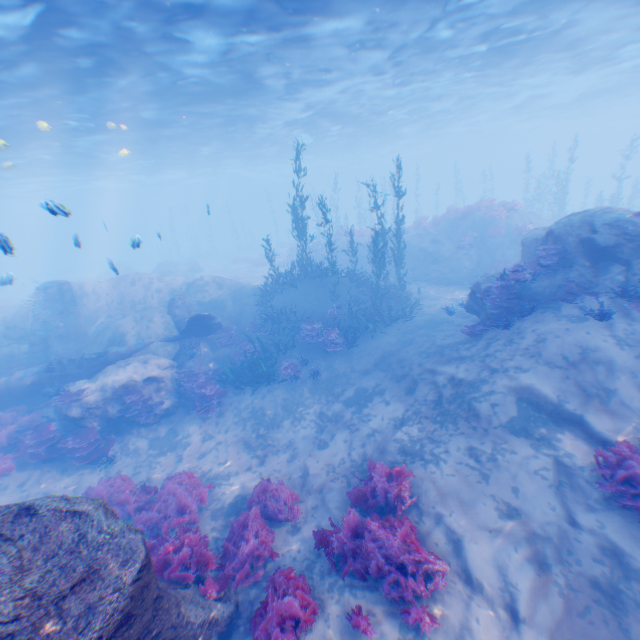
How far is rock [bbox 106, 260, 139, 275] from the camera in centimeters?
999cm

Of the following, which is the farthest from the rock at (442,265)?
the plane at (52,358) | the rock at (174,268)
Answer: the rock at (174,268)

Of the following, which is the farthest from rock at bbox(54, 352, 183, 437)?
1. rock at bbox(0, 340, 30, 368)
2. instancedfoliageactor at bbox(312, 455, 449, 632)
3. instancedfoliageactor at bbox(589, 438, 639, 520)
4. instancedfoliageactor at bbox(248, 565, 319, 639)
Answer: instancedfoliageactor at bbox(589, 438, 639, 520)

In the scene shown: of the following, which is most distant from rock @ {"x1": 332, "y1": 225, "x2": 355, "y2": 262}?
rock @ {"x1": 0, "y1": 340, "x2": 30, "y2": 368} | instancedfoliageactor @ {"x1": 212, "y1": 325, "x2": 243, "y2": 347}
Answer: rock @ {"x1": 0, "y1": 340, "x2": 30, "y2": 368}

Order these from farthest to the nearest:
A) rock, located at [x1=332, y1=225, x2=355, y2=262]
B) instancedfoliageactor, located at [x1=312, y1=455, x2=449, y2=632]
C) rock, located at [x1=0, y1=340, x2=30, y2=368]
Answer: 1. rock, located at [x1=332, y1=225, x2=355, y2=262]
2. rock, located at [x1=0, y1=340, x2=30, y2=368]
3. instancedfoliageactor, located at [x1=312, y1=455, x2=449, y2=632]

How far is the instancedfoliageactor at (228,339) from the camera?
16.08m

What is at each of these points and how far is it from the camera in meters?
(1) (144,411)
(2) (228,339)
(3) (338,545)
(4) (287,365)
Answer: (1) instancedfoliageactor, 12.6 m
(2) instancedfoliageactor, 16.5 m
(3) instancedfoliageactor, 6.1 m
(4) instancedfoliageactor, 14.2 m

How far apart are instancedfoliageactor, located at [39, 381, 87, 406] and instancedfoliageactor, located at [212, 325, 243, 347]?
5.42m
